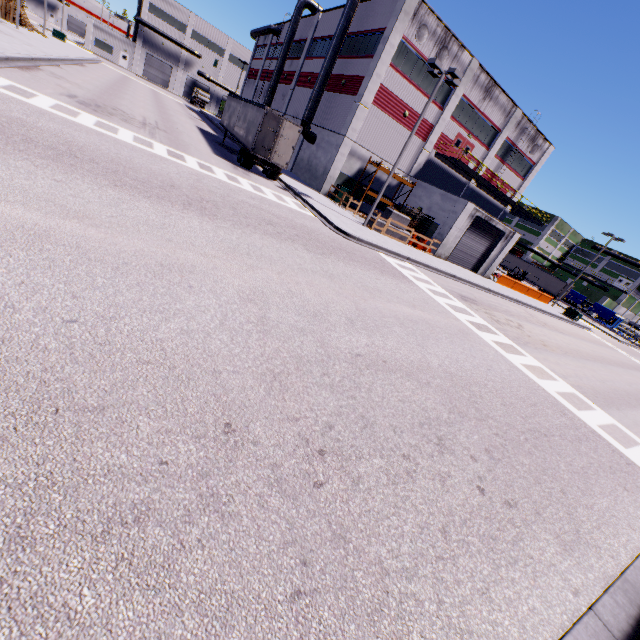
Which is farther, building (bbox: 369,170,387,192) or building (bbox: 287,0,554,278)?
building (bbox: 369,170,387,192)

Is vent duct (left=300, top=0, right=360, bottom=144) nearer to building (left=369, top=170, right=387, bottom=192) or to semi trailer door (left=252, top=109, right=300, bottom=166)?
building (left=369, top=170, right=387, bottom=192)

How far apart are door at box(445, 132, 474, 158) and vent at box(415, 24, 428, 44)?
8.3m

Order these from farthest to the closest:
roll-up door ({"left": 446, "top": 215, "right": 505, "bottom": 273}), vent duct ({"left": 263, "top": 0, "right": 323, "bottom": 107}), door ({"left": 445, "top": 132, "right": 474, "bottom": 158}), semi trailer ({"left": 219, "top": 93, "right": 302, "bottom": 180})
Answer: vent duct ({"left": 263, "top": 0, "right": 323, "bottom": 107}) → door ({"left": 445, "top": 132, "right": 474, "bottom": 158}) → roll-up door ({"left": 446, "top": 215, "right": 505, "bottom": 273}) → semi trailer ({"left": 219, "top": 93, "right": 302, "bottom": 180})

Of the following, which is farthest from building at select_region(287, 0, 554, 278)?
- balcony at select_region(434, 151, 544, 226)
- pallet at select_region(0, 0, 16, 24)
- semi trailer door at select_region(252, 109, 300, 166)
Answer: semi trailer door at select_region(252, 109, 300, 166)

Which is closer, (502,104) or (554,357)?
(554,357)

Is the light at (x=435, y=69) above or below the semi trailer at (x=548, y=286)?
above

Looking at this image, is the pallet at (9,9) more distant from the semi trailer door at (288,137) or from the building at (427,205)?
the semi trailer door at (288,137)
